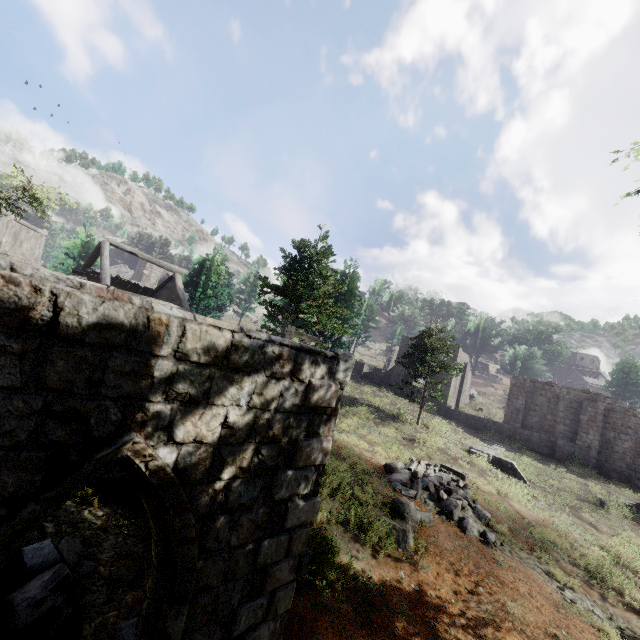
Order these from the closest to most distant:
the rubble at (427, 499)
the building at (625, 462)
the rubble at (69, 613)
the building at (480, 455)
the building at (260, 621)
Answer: the building at (260, 621)
the rubble at (69, 613)
the rubble at (427, 499)
the building at (480, 455)
the building at (625, 462)

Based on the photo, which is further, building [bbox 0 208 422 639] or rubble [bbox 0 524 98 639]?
rubble [bbox 0 524 98 639]

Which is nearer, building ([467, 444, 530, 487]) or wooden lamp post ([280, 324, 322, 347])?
wooden lamp post ([280, 324, 322, 347])

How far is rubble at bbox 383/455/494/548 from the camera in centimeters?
1091cm

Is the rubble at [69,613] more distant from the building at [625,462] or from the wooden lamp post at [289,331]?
the building at [625,462]

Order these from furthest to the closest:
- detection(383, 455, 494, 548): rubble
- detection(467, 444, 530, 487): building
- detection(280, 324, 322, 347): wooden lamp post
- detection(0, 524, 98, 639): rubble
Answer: detection(467, 444, 530, 487): building
detection(383, 455, 494, 548): rubble
detection(280, 324, 322, 347): wooden lamp post
detection(0, 524, 98, 639): rubble

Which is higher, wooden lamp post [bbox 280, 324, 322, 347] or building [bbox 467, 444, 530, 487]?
wooden lamp post [bbox 280, 324, 322, 347]

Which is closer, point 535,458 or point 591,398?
point 535,458
